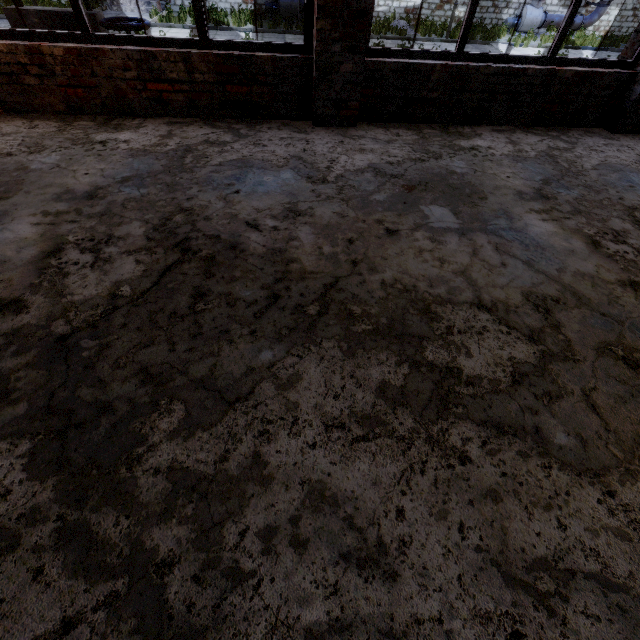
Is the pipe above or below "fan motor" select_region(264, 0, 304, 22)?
above

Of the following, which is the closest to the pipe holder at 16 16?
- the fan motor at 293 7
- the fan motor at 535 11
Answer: the fan motor at 293 7

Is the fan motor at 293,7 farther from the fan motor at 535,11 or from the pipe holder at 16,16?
the fan motor at 535,11

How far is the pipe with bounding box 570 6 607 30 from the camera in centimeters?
1808cm

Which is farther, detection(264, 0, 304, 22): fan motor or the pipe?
the pipe

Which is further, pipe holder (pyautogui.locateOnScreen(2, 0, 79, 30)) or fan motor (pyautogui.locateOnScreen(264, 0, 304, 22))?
fan motor (pyautogui.locateOnScreen(264, 0, 304, 22))

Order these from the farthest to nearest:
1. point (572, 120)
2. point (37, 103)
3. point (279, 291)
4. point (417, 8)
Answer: point (417, 8)
point (572, 120)
point (37, 103)
point (279, 291)

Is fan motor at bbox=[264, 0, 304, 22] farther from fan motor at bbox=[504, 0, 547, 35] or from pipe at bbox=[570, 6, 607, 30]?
pipe at bbox=[570, 6, 607, 30]
